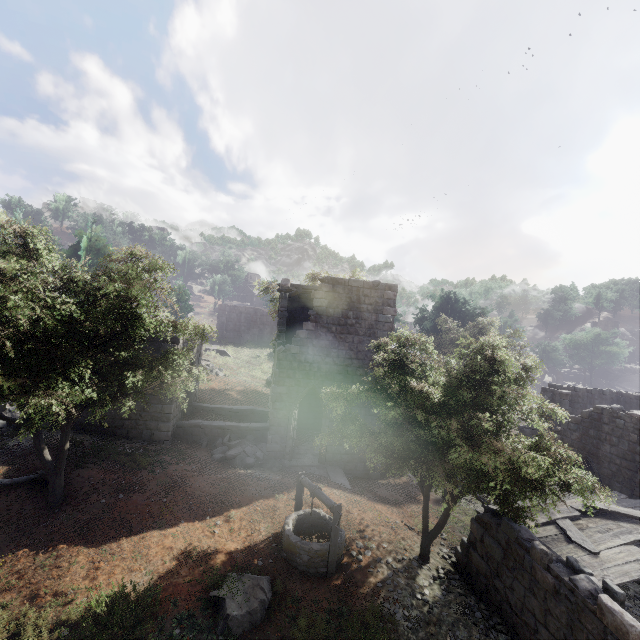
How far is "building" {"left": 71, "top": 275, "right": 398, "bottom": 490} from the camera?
15.3 meters

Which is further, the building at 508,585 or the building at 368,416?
the building at 368,416

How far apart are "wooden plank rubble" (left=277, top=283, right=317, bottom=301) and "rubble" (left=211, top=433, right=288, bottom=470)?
7.54m

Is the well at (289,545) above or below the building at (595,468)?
below

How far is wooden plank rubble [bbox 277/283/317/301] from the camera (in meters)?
16.78

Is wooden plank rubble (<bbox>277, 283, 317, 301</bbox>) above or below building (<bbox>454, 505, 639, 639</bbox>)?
above

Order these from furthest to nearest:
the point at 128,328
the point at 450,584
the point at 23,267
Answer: the point at 450,584, the point at 128,328, the point at 23,267

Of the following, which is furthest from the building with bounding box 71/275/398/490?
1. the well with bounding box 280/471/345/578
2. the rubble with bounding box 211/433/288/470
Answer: the well with bounding box 280/471/345/578
